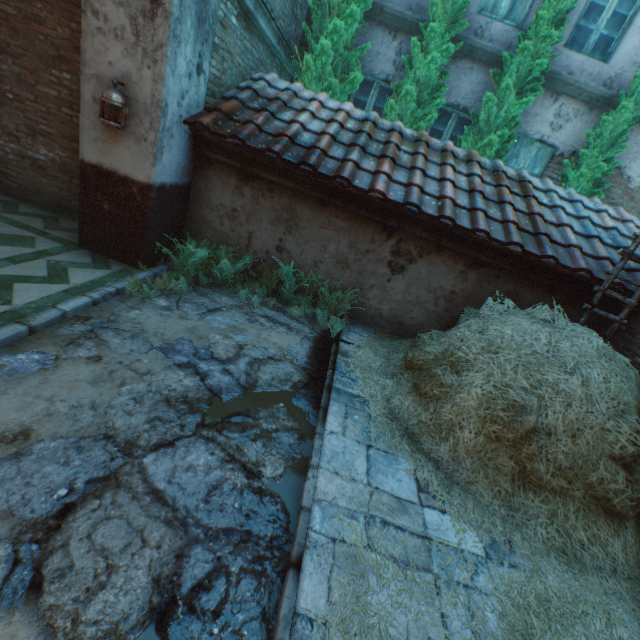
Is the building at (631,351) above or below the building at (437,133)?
below

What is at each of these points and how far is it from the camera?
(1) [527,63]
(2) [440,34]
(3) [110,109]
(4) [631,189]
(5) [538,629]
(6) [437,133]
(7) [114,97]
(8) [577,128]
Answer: (1) tree, 6.28m
(2) tree, 6.27m
(3) building, 3.85m
(4) building, 7.66m
(5) straw, 2.05m
(6) building, 7.82m
(7) lantern, 3.57m
(8) building, 7.34m

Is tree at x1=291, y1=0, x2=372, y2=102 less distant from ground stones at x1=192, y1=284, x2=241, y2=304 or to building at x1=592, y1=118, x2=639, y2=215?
building at x1=592, y1=118, x2=639, y2=215

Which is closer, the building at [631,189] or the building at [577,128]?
the building at [577,128]

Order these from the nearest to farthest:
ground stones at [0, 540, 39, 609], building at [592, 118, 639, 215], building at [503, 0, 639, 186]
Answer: ground stones at [0, 540, 39, 609] → building at [503, 0, 639, 186] → building at [592, 118, 639, 215]

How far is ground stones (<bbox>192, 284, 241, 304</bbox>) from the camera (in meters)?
4.71

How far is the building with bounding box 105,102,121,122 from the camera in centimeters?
→ 383cm

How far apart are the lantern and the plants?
1.3 meters
